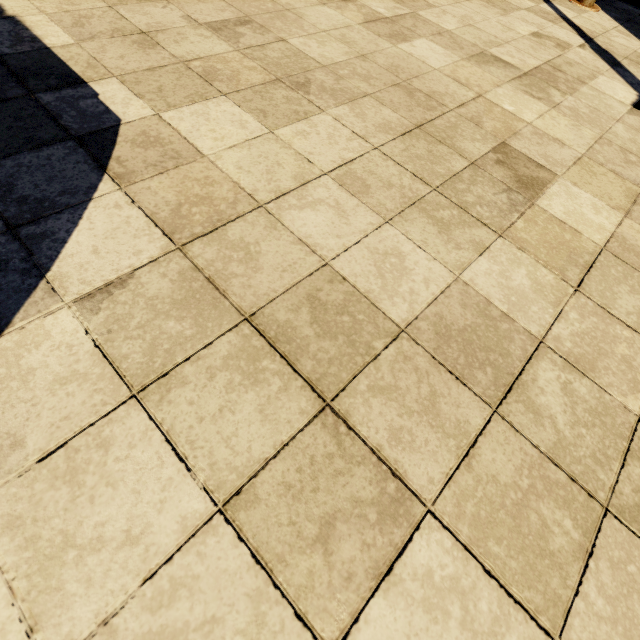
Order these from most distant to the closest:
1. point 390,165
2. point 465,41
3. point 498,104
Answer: point 465,41 → point 498,104 → point 390,165
